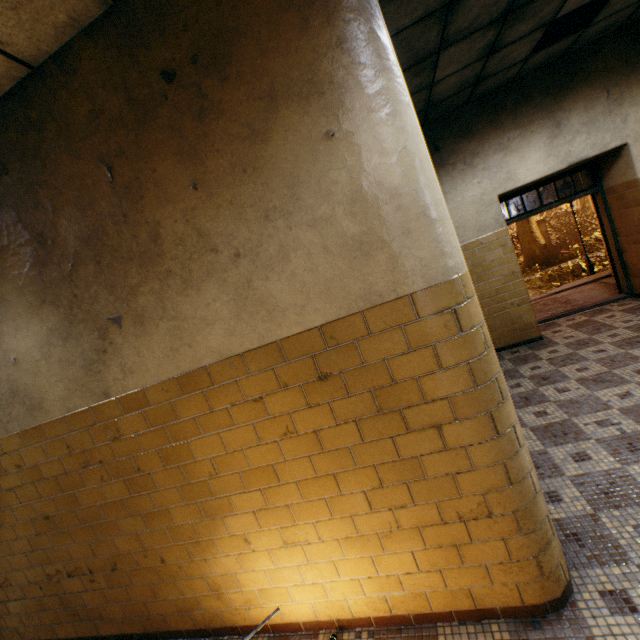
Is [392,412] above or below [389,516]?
above

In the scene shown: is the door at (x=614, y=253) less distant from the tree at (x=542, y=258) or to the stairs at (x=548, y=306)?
the stairs at (x=548, y=306)

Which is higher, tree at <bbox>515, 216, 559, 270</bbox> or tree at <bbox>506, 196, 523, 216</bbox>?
tree at <bbox>506, 196, 523, 216</bbox>

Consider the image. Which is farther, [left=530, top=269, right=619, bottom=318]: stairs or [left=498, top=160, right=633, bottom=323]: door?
[left=530, top=269, right=619, bottom=318]: stairs

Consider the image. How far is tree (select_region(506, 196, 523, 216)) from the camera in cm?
1855

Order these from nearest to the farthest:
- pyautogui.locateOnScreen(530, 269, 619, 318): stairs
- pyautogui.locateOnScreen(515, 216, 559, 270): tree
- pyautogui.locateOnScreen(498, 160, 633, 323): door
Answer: pyautogui.locateOnScreen(498, 160, 633, 323): door
pyautogui.locateOnScreen(530, 269, 619, 318): stairs
pyautogui.locateOnScreen(515, 216, 559, 270): tree

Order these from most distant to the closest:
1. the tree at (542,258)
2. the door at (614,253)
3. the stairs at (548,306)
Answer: the tree at (542,258), the stairs at (548,306), the door at (614,253)
